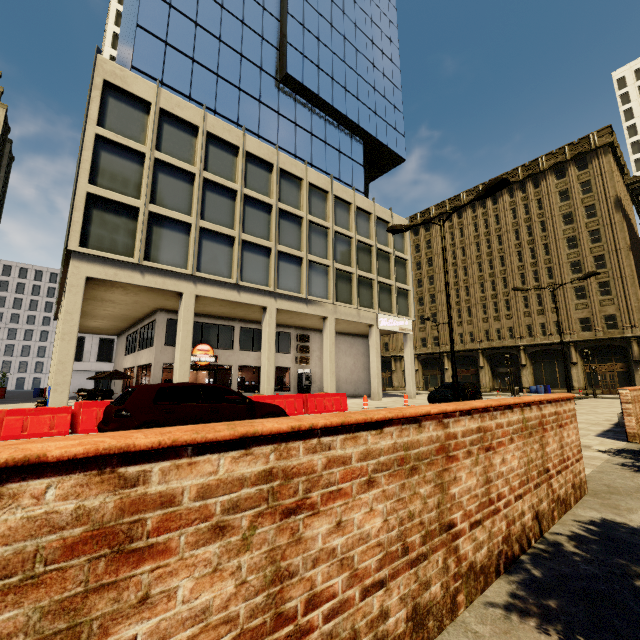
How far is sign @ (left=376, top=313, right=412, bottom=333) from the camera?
26.2m

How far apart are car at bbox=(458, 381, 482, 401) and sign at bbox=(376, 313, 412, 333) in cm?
729

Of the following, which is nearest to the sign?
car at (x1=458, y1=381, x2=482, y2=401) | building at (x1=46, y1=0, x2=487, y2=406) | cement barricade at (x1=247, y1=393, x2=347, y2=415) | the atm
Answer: building at (x1=46, y1=0, x2=487, y2=406)

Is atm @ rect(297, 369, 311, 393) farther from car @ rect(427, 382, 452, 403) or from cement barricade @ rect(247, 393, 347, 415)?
car @ rect(427, 382, 452, 403)

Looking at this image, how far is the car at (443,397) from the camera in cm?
1784

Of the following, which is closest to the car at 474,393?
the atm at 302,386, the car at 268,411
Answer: the atm at 302,386

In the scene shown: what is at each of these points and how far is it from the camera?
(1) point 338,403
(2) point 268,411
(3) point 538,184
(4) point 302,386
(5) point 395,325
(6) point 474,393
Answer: (1) cement barricade, 15.8 meters
(2) car, 7.7 meters
(3) building, 40.5 meters
(4) atm, 25.2 meters
(5) sign, 27.5 meters
(6) car, 19.3 meters

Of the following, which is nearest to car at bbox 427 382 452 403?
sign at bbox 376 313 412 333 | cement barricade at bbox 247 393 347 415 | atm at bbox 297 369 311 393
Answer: cement barricade at bbox 247 393 347 415
